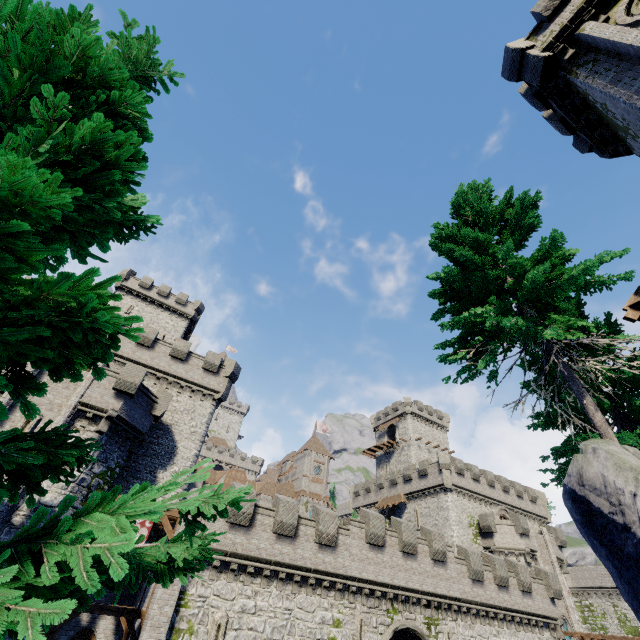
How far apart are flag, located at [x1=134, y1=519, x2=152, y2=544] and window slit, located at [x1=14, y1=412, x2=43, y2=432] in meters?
6.7 m

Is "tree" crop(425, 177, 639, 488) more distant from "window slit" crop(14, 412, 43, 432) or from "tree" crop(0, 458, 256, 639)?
"window slit" crop(14, 412, 43, 432)

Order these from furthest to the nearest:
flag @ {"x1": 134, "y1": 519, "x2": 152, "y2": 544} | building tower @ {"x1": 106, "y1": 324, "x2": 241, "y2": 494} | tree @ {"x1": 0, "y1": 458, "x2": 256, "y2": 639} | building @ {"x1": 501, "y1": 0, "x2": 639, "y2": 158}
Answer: building tower @ {"x1": 106, "y1": 324, "x2": 241, "y2": 494} < flag @ {"x1": 134, "y1": 519, "x2": 152, "y2": 544} < building @ {"x1": 501, "y1": 0, "x2": 639, "y2": 158} < tree @ {"x1": 0, "y1": 458, "x2": 256, "y2": 639}

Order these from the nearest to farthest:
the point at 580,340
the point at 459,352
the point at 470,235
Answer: the point at 580,340, the point at 459,352, the point at 470,235

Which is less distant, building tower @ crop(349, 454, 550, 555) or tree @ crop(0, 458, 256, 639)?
tree @ crop(0, 458, 256, 639)

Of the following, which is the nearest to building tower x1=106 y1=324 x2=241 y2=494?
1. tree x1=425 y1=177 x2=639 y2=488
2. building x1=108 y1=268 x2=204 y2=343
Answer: building x1=108 y1=268 x2=204 y2=343

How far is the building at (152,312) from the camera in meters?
42.6

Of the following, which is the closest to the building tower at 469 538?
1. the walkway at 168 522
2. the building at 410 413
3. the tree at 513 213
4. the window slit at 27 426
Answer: the building at 410 413
